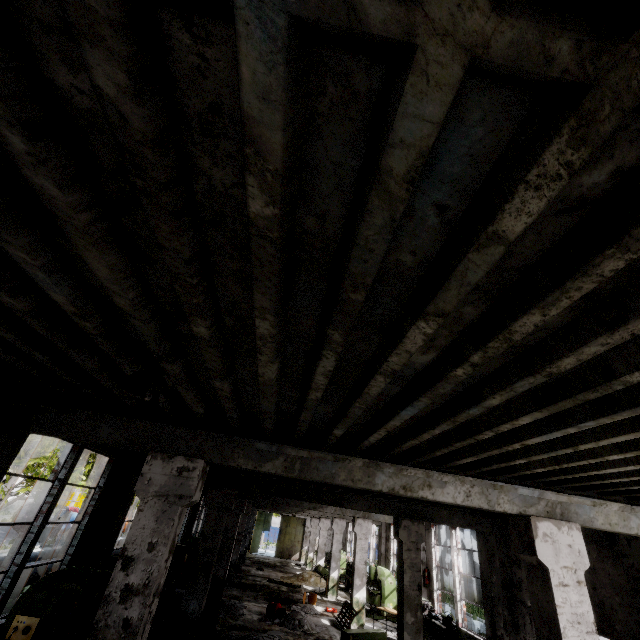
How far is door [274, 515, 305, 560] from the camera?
33.9 meters

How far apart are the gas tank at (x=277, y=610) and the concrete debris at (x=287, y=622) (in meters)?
0.01

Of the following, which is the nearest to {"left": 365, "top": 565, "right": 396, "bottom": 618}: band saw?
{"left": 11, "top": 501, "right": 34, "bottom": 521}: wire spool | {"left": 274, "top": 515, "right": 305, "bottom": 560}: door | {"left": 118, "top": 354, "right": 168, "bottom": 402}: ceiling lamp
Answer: {"left": 118, "top": 354, "right": 168, "bottom": 402}: ceiling lamp

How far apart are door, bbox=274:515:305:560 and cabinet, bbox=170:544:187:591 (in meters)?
23.29

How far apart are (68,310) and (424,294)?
2.7 meters

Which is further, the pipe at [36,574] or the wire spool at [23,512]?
the wire spool at [23,512]

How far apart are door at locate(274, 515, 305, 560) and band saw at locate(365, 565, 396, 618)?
20.70m

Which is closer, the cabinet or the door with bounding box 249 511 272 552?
the cabinet
